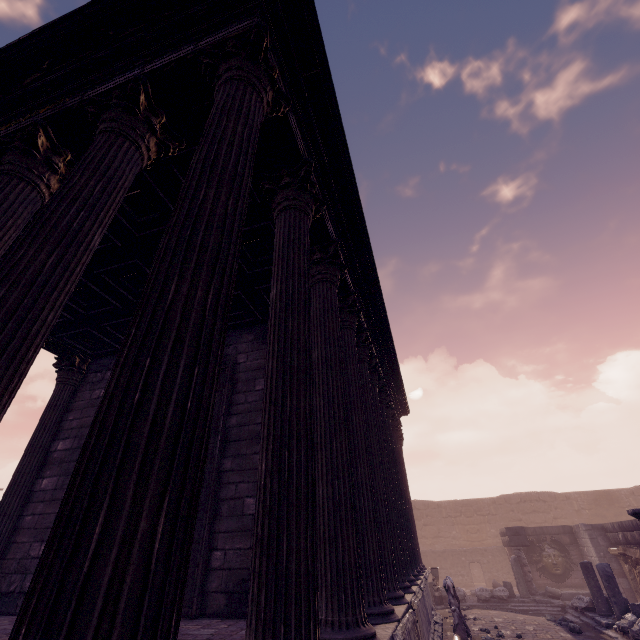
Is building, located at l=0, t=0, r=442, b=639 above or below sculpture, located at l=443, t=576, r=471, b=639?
above

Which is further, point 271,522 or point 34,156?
point 34,156

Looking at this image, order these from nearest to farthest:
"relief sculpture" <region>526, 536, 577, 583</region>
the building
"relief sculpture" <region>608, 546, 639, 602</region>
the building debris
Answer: the building → the building debris → "relief sculpture" <region>608, 546, 639, 602</region> → "relief sculpture" <region>526, 536, 577, 583</region>

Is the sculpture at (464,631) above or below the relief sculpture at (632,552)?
below

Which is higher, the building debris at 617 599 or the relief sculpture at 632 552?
the relief sculpture at 632 552

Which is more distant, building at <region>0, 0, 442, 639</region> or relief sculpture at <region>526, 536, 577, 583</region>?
relief sculpture at <region>526, 536, 577, 583</region>

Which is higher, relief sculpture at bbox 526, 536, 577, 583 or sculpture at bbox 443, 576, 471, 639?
relief sculpture at bbox 526, 536, 577, 583

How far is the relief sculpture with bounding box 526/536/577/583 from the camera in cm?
1488
